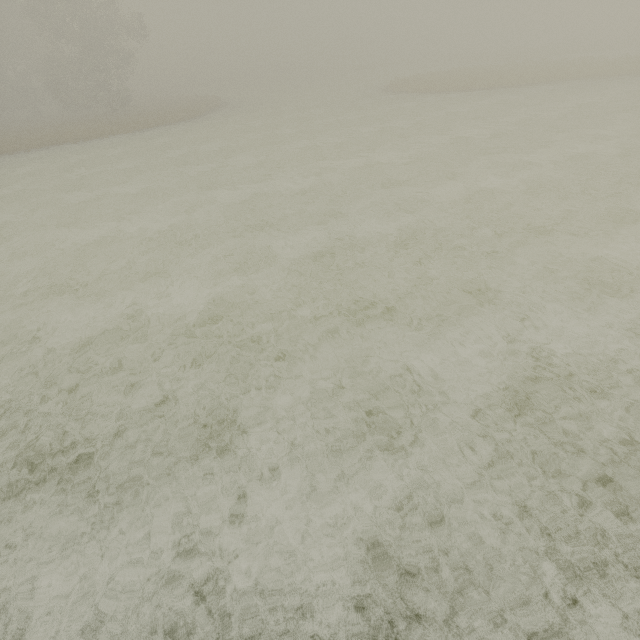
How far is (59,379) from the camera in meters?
5.9 m
